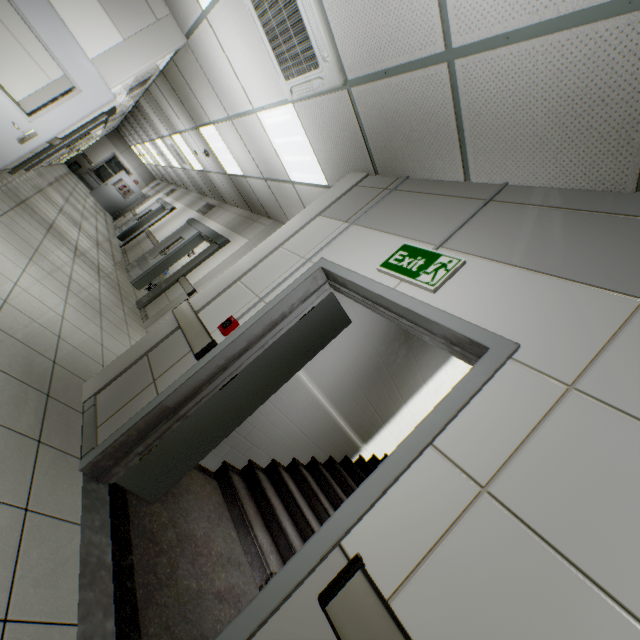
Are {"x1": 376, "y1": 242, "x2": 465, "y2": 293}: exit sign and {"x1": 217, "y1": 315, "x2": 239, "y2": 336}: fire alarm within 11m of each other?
yes

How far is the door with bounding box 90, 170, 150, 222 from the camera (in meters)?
16.47

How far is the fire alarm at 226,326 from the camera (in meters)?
2.38

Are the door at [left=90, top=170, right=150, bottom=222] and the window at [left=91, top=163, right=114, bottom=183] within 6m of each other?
yes

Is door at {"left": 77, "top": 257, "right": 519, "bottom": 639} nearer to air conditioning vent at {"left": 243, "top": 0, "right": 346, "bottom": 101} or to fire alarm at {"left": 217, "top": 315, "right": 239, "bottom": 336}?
fire alarm at {"left": 217, "top": 315, "right": 239, "bottom": 336}

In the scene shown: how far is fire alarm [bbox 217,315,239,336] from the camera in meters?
2.4

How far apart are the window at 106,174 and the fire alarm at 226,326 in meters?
21.4 m

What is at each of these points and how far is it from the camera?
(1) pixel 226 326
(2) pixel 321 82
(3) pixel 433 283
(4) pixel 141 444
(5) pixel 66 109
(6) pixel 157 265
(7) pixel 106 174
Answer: (1) fire alarm, 2.40m
(2) air conditioning vent, 2.76m
(3) exit sign, 1.79m
(4) door, 2.17m
(5) door, 3.71m
(6) doorway, 8.11m
(7) window, 18.48m
